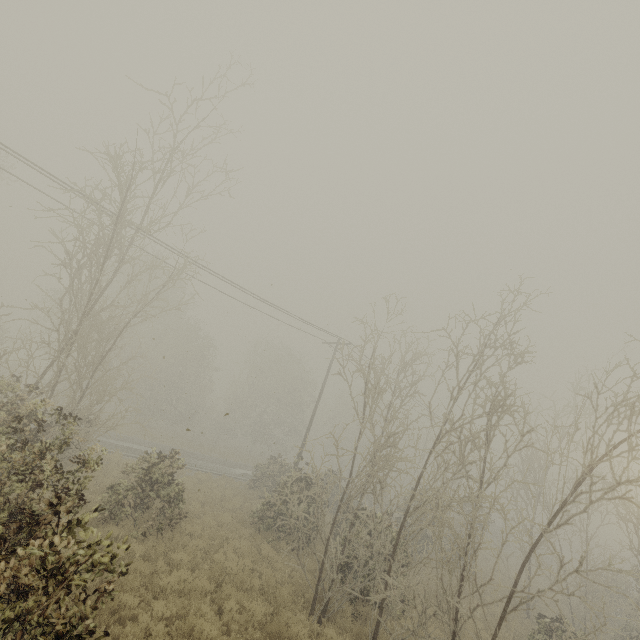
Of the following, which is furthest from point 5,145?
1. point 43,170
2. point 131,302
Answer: point 131,302
